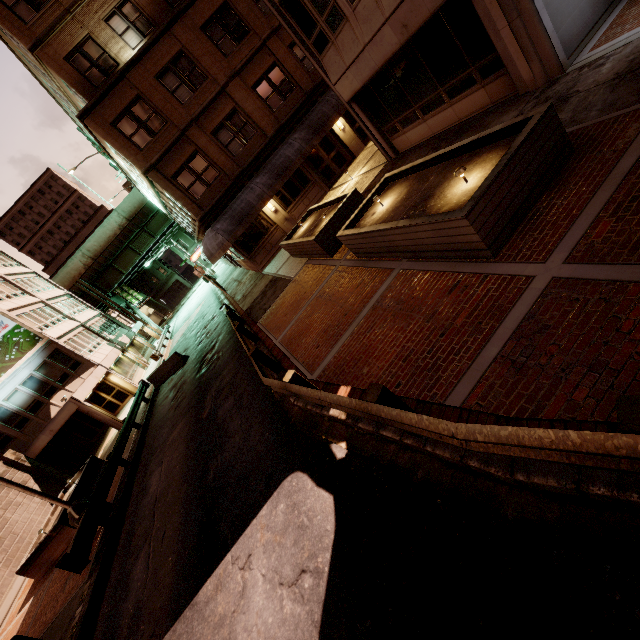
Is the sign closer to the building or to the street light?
the building

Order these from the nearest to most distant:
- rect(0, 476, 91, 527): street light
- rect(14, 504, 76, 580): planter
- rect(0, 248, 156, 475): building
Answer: rect(0, 476, 91, 527): street light, rect(14, 504, 76, 580): planter, rect(0, 248, 156, 475): building

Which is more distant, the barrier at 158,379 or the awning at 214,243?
the barrier at 158,379

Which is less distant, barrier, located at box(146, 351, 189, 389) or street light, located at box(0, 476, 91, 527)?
street light, located at box(0, 476, 91, 527)

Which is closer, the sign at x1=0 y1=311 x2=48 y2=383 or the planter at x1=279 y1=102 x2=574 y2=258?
the planter at x1=279 y1=102 x2=574 y2=258

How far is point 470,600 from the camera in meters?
3.0 m

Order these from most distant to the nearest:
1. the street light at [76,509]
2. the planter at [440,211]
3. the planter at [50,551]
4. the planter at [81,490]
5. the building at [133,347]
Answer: the building at [133,347] < the planter at [81,490] < the planter at [50,551] < the street light at [76,509] < the planter at [440,211]

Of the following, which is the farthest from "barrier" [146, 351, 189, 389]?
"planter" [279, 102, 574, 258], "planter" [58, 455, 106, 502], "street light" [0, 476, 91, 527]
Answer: "planter" [279, 102, 574, 258]
